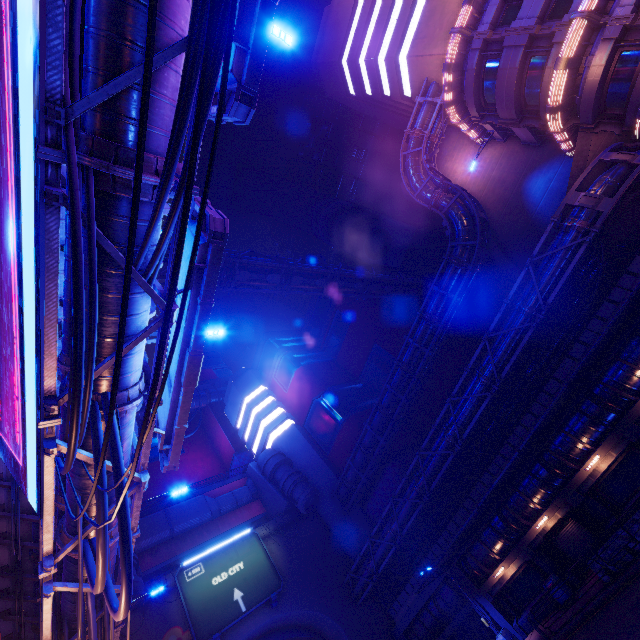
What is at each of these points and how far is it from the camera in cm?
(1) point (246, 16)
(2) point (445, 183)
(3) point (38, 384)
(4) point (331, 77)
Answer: (1) sign, 539
(2) pipe, 2561
(3) sign, 600
(4) building, 3450

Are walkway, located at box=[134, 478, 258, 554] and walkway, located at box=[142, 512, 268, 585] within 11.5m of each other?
yes

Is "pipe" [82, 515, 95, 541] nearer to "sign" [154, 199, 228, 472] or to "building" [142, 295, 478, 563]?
"sign" [154, 199, 228, 472]

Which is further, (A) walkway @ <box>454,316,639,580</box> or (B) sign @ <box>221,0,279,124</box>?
(A) walkway @ <box>454,316,639,580</box>

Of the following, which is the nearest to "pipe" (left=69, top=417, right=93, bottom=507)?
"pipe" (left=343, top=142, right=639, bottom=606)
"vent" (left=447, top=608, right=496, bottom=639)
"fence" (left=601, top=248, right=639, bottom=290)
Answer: "pipe" (left=343, top=142, right=639, bottom=606)

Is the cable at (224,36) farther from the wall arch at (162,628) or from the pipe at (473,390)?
the pipe at (473,390)

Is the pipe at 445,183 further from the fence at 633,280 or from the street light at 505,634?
the street light at 505,634

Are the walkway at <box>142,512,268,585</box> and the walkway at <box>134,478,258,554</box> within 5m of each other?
yes
